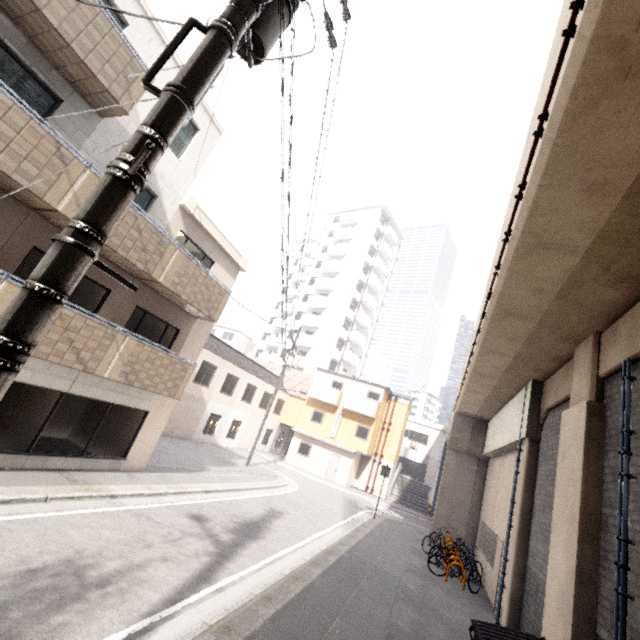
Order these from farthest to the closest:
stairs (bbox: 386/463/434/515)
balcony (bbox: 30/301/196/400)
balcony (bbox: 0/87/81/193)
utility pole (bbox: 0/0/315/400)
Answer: stairs (bbox: 386/463/434/515) < balcony (bbox: 30/301/196/400) < balcony (bbox: 0/87/81/193) < utility pole (bbox: 0/0/315/400)

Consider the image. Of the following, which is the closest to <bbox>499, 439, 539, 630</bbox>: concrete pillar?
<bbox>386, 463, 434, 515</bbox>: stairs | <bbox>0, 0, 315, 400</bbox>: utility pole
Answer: <bbox>0, 0, 315, 400</bbox>: utility pole

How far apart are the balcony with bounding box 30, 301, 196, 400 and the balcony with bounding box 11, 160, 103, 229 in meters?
1.6 m

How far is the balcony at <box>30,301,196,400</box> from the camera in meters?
7.4 m

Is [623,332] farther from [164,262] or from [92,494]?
[92,494]

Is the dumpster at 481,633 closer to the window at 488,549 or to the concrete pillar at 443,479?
the window at 488,549

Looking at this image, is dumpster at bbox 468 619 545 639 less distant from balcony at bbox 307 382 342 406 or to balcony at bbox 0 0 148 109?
balcony at bbox 0 0 148 109

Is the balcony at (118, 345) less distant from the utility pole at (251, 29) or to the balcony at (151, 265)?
the balcony at (151, 265)
